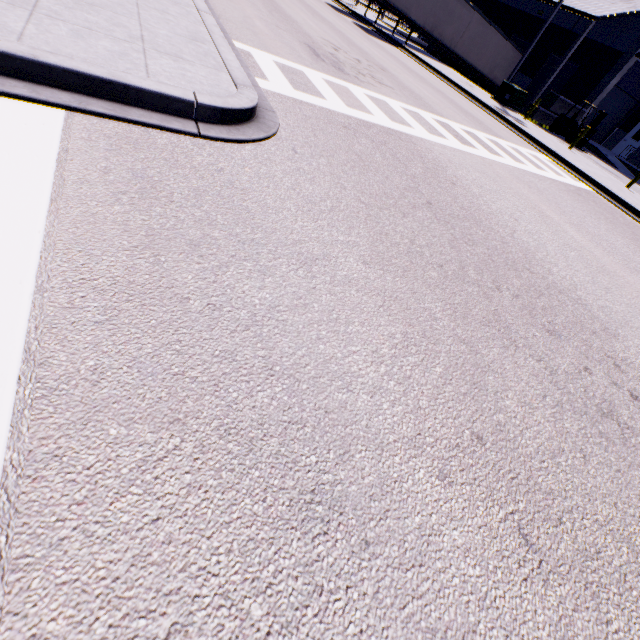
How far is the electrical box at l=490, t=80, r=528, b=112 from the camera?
20.03m

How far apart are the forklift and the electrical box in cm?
383

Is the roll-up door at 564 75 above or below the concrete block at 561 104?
above

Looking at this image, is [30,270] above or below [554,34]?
below

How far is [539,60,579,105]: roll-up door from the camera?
25.7m

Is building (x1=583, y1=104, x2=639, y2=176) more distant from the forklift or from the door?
the forklift

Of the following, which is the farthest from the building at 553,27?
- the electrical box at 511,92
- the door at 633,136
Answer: the electrical box at 511,92
